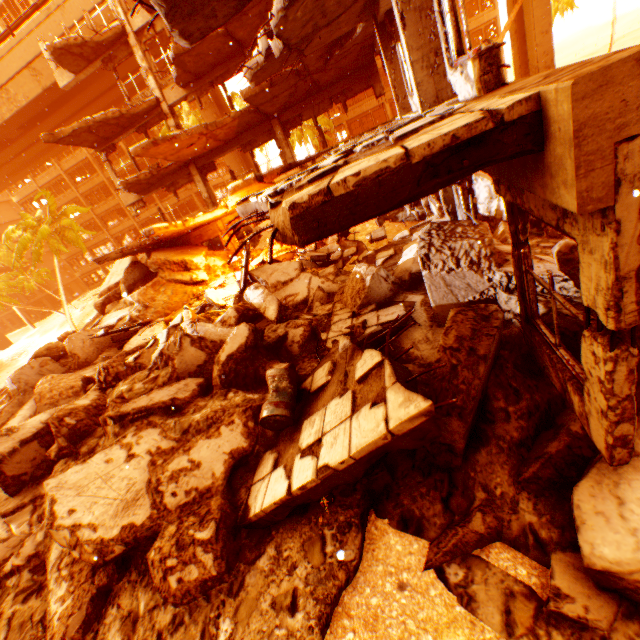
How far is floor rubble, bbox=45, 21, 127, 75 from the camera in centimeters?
1431cm

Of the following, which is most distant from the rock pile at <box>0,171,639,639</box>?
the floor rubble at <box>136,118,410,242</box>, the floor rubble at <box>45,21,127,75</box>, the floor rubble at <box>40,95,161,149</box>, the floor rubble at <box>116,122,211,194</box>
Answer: the floor rubble at <box>45,21,127,75</box>

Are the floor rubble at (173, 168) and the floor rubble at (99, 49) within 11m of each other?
yes

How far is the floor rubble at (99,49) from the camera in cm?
1431

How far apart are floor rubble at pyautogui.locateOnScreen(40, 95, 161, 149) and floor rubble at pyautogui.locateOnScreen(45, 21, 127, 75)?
2.7 meters

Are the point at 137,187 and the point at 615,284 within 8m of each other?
no

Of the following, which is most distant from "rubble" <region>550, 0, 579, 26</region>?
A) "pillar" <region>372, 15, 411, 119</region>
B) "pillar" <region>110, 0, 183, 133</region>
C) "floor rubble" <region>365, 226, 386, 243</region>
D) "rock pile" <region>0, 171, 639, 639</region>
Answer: "pillar" <region>110, 0, 183, 133</region>

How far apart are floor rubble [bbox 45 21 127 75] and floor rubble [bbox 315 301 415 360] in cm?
1714
